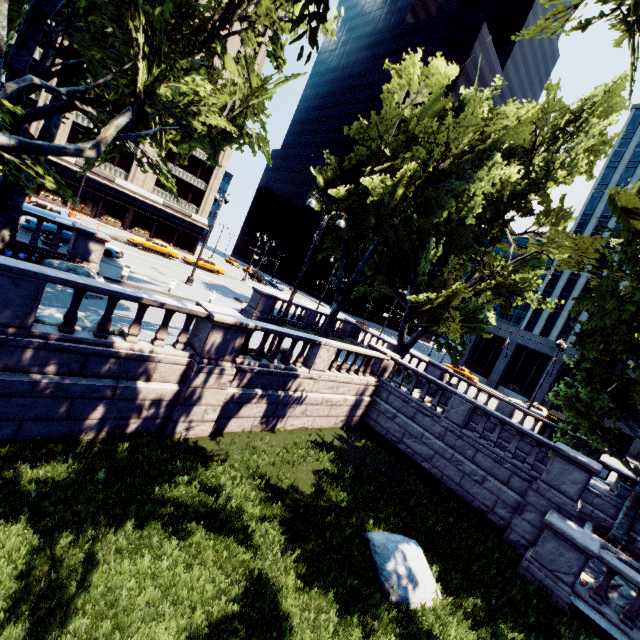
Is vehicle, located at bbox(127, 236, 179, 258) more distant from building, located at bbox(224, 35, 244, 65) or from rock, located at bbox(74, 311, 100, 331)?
rock, located at bbox(74, 311, 100, 331)

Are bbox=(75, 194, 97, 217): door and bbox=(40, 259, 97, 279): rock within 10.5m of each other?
no

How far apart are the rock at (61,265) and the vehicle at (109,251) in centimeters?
674cm

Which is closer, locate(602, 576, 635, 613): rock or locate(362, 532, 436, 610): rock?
locate(362, 532, 436, 610): rock

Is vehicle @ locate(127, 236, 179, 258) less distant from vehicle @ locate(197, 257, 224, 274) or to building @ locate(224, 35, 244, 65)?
vehicle @ locate(197, 257, 224, 274)

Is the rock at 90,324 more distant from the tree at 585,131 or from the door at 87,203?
the door at 87,203

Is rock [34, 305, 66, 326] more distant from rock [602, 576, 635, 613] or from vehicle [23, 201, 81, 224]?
vehicle [23, 201, 81, 224]

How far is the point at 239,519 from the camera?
7.8 meters
